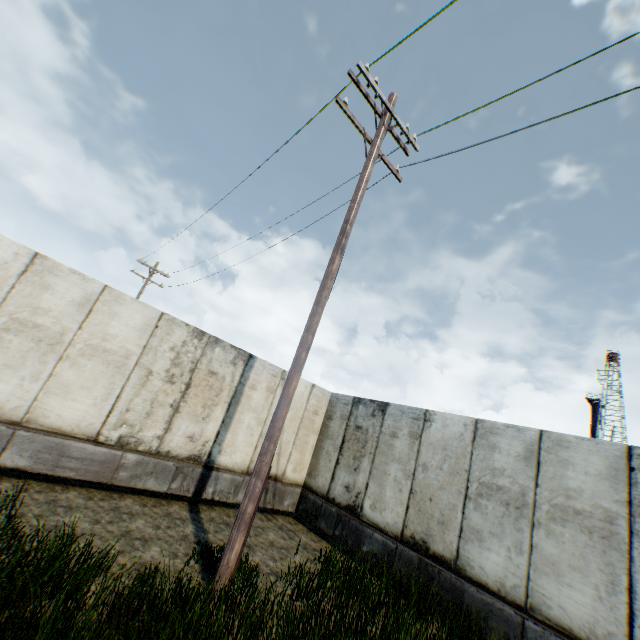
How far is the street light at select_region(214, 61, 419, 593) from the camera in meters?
4.4 m

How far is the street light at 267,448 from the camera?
4.4m

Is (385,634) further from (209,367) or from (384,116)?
(384,116)
